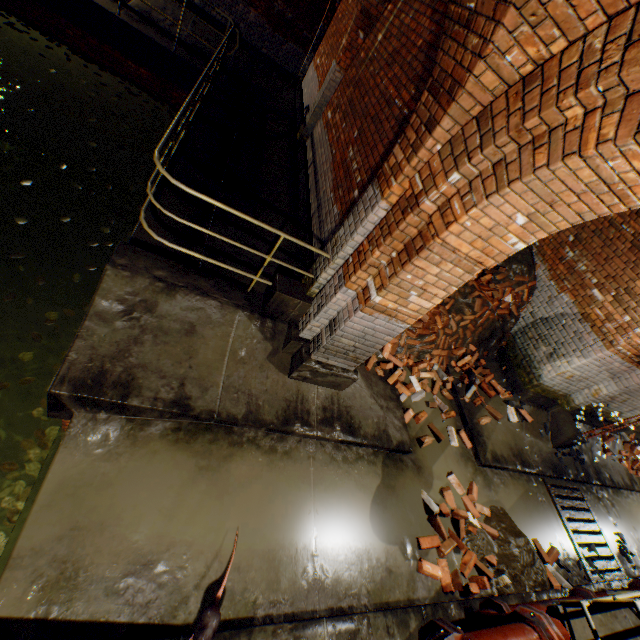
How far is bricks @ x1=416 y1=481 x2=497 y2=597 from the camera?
3.8m

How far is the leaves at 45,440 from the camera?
3.3m

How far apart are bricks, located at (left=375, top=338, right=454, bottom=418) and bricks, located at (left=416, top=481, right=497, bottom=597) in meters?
1.0

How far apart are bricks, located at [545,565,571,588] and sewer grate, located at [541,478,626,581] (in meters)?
1.14

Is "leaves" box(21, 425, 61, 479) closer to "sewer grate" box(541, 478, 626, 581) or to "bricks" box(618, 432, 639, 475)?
"sewer grate" box(541, 478, 626, 581)

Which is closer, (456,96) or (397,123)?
(456,96)

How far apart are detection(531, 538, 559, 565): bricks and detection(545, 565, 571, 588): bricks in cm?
10

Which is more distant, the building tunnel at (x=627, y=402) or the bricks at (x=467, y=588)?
the building tunnel at (x=627, y=402)
